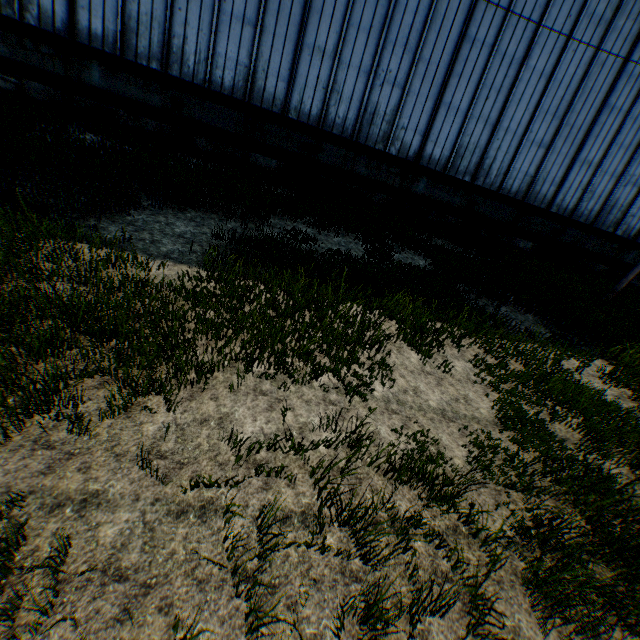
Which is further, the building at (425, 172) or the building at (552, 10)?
the building at (552, 10)

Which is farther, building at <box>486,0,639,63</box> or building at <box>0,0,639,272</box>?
building at <box>486,0,639,63</box>

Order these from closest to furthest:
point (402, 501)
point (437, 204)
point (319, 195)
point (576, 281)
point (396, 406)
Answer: point (402, 501)
point (396, 406)
point (319, 195)
point (576, 281)
point (437, 204)

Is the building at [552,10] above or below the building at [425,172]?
above

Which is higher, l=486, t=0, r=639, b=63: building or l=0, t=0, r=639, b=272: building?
l=486, t=0, r=639, b=63: building
